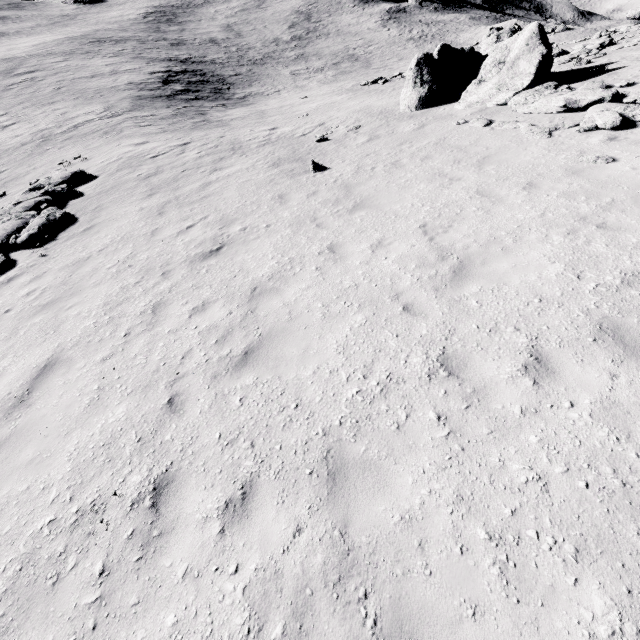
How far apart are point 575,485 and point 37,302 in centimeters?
1108cm

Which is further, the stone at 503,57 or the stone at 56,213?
the stone at 56,213

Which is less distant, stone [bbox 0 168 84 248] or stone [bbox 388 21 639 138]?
stone [bbox 388 21 639 138]

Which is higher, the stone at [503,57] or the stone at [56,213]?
the stone at [503,57]

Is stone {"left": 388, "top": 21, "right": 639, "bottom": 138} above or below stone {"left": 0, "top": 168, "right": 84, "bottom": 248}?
above
